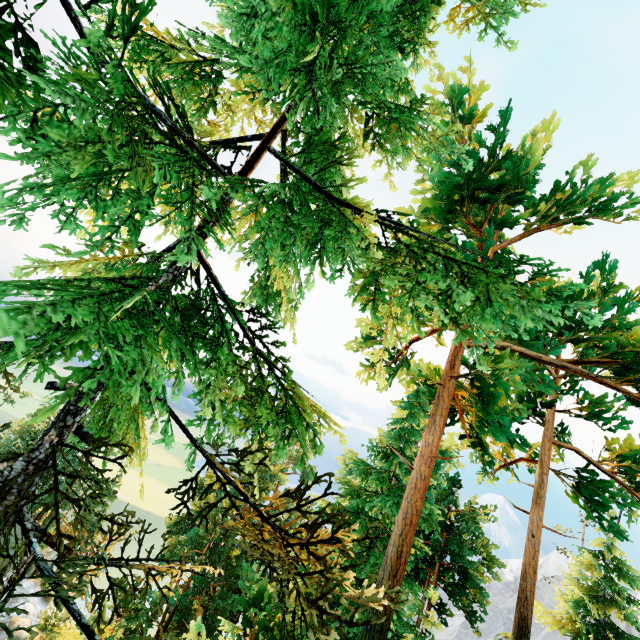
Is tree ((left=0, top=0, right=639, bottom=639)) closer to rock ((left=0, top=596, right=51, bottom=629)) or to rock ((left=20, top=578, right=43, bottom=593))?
rock ((left=20, top=578, right=43, bottom=593))

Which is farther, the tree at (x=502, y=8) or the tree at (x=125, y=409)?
the tree at (x=502, y=8)

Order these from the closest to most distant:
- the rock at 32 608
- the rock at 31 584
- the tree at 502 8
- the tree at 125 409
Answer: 1. the tree at 125 409
2. the tree at 502 8
3. the rock at 32 608
4. the rock at 31 584

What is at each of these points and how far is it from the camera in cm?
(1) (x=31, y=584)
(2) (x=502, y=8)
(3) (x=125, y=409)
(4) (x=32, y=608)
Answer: (1) rock, 3838
(2) tree, 479
(3) tree, 441
(4) rock, 3309

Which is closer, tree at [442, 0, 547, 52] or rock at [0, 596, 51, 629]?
tree at [442, 0, 547, 52]

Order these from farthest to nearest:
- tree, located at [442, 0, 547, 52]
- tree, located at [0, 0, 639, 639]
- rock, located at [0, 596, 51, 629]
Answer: rock, located at [0, 596, 51, 629] < tree, located at [442, 0, 547, 52] < tree, located at [0, 0, 639, 639]

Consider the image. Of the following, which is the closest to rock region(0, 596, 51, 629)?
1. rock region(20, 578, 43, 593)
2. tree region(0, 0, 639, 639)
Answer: rock region(20, 578, 43, 593)
